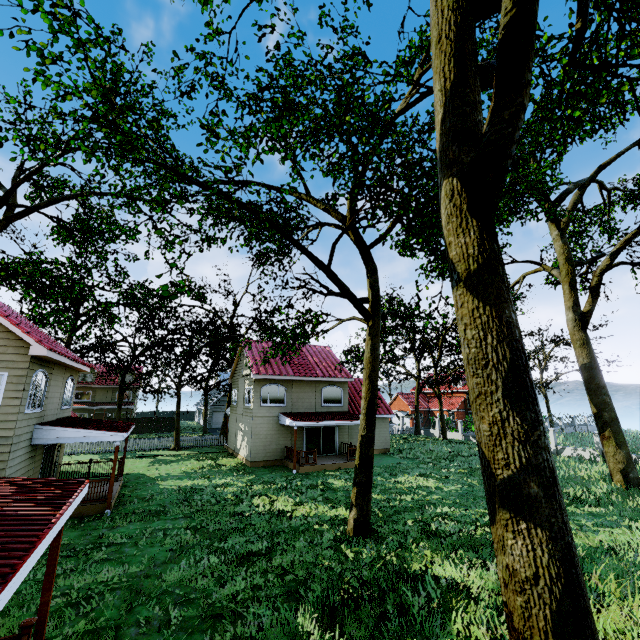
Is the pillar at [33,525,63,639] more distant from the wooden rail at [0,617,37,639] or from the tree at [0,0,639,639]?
the tree at [0,0,639,639]

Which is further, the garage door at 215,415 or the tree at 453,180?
the garage door at 215,415

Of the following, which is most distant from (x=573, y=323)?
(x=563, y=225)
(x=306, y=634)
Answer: (x=306, y=634)

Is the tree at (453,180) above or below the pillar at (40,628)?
above

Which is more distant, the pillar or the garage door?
the garage door

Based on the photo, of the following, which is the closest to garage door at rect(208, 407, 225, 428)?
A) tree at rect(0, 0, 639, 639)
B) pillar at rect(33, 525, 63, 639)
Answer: tree at rect(0, 0, 639, 639)

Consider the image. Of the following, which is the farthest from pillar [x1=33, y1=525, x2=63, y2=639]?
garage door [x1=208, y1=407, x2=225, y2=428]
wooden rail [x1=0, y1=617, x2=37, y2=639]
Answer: garage door [x1=208, y1=407, x2=225, y2=428]

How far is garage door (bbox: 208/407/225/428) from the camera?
47.0 meters
